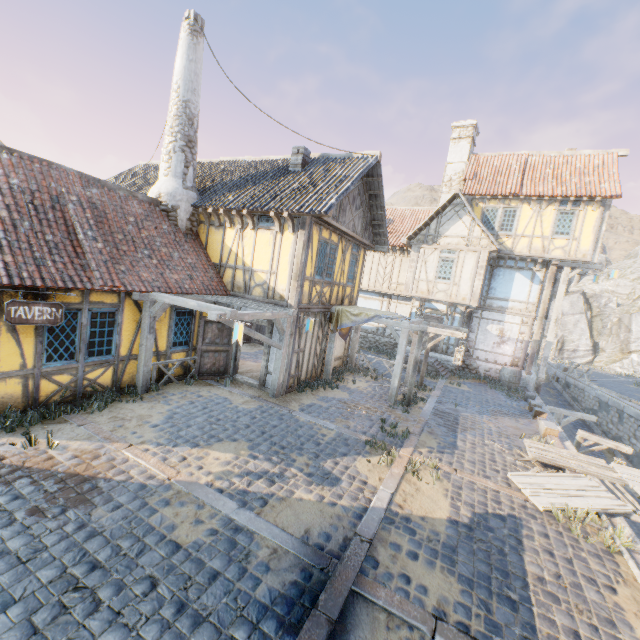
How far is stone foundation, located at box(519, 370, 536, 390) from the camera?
17.0 meters

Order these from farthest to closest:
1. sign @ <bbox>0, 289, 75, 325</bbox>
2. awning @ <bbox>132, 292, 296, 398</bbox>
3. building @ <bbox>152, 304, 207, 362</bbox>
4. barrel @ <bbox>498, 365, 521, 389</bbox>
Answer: barrel @ <bbox>498, 365, 521, 389</bbox> → building @ <bbox>152, 304, 207, 362</bbox> → awning @ <bbox>132, 292, 296, 398</bbox> → sign @ <bbox>0, 289, 75, 325</bbox>

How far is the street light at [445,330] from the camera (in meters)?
10.84

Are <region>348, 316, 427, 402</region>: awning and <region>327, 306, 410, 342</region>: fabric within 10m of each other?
yes

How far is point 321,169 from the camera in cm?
1161

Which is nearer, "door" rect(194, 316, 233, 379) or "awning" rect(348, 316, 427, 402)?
"door" rect(194, 316, 233, 379)

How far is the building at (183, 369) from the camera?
10.4m

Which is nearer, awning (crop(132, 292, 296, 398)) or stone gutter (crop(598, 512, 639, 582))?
stone gutter (crop(598, 512, 639, 582))
